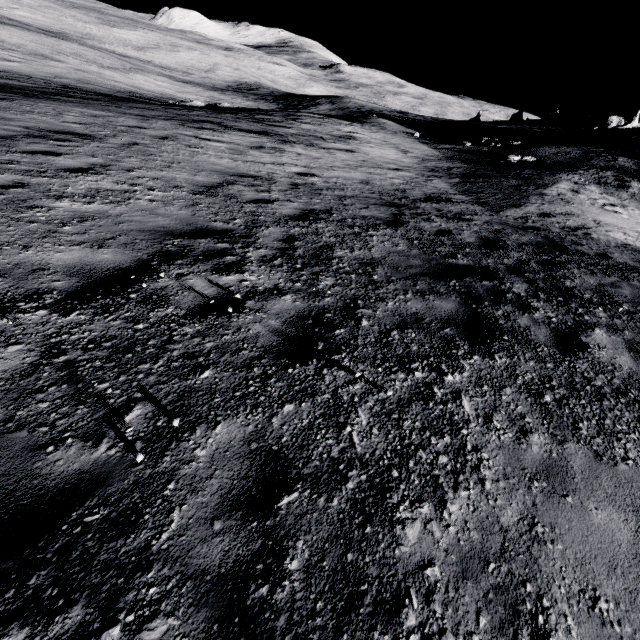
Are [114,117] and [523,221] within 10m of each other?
no
